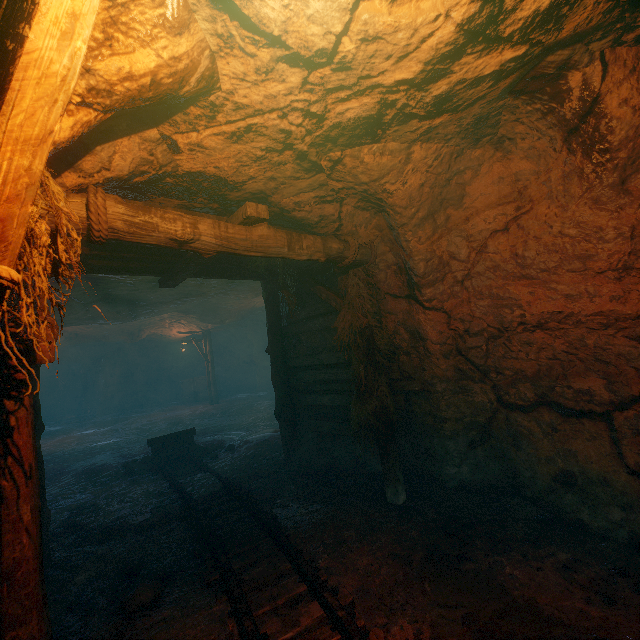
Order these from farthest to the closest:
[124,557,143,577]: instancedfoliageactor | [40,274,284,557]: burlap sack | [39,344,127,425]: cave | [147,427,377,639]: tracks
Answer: [39,344,127,425]: cave, [40,274,284,557]: burlap sack, [124,557,143,577]: instancedfoliageactor, [147,427,377,639]: tracks

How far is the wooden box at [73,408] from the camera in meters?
28.3

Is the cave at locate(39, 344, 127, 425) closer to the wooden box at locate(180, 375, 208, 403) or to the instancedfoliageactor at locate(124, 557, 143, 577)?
the wooden box at locate(180, 375, 208, 403)

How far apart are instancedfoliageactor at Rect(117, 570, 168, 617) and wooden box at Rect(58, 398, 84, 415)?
31.9m

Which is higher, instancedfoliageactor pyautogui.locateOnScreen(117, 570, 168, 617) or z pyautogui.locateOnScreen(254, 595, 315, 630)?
instancedfoliageactor pyautogui.locateOnScreen(117, 570, 168, 617)

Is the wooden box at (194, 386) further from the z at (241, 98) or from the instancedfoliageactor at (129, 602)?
the instancedfoliageactor at (129, 602)

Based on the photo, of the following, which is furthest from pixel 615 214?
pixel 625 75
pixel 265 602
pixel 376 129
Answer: pixel 265 602

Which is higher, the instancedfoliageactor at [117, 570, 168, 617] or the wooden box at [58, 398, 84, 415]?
the wooden box at [58, 398, 84, 415]
